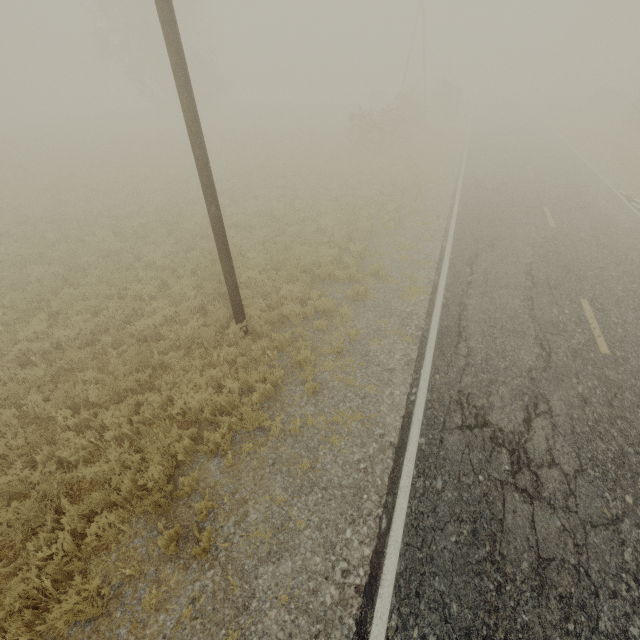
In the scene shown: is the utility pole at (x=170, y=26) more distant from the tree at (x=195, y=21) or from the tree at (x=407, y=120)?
the tree at (x=195, y=21)

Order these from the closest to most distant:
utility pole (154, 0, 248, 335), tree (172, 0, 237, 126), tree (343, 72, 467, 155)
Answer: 1. utility pole (154, 0, 248, 335)
2. tree (343, 72, 467, 155)
3. tree (172, 0, 237, 126)

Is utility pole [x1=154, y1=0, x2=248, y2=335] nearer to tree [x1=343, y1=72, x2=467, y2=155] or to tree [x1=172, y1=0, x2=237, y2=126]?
tree [x1=343, y1=72, x2=467, y2=155]

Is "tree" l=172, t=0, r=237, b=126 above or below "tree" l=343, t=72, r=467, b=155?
above

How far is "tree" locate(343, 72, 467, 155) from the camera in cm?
2330

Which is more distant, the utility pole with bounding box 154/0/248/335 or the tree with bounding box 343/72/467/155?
the tree with bounding box 343/72/467/155

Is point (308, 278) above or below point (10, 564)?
above
